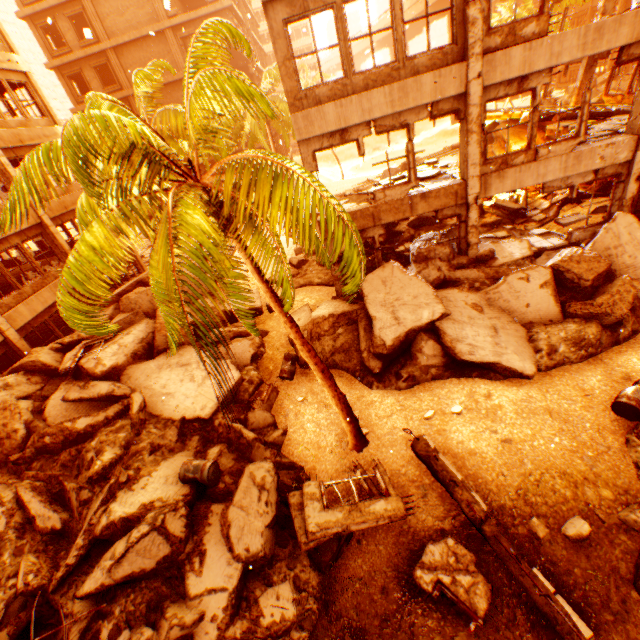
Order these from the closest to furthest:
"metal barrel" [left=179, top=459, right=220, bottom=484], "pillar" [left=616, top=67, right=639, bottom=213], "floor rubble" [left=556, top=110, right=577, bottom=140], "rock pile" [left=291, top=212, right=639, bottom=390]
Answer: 1. "metal barrel" [left=179, top=459, right=220, bottom=484]
2. "rock pile" [left=291, top=212, right=639, bottom=390]
3. "pillar" [left=616, top=67, right=639, bottom=213]
4. "floor rubble" [left=556, top=110, right=577, bottom=140]

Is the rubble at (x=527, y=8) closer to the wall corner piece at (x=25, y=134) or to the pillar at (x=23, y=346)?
the wall corner piece at (x=25, y=134)

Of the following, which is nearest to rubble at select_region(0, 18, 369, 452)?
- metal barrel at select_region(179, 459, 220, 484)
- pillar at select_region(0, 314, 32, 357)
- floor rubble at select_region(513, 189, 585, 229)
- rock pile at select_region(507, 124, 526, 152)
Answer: metal barrel at select_region(179, 459, 220, 484)

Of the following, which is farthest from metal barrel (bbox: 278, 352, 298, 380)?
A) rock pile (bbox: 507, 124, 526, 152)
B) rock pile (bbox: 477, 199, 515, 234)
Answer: rock pile (bbox: 507, 124, 526, 152)

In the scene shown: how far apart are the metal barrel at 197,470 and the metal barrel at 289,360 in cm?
375

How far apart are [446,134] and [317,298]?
60.1m

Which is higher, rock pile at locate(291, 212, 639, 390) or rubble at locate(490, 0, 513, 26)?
rubble at locate(490, 0, 513, 26)

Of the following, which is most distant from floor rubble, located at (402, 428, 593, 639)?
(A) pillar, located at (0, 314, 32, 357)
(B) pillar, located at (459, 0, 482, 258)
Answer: (A) pillar, located at (0, 314, 32, 357)
